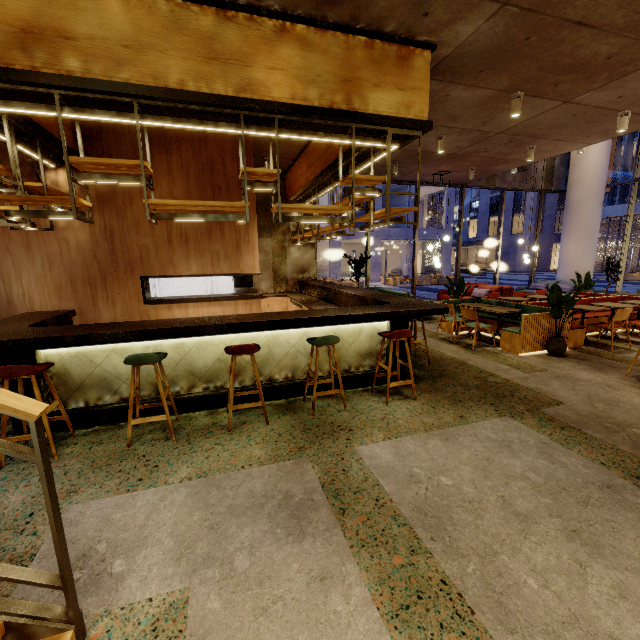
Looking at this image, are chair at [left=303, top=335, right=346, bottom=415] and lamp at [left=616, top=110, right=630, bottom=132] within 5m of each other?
no

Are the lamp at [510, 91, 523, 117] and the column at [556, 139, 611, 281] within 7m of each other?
no

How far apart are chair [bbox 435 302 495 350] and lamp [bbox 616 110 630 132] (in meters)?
4.43

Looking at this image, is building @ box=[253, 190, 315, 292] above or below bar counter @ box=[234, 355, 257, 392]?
above

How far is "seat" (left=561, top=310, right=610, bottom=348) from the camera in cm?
644

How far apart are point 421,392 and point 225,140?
5.65m

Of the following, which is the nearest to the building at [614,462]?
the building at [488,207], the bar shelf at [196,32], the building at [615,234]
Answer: the bar shelf at [196,32]

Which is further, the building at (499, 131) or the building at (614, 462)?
the building at (499, 131)
